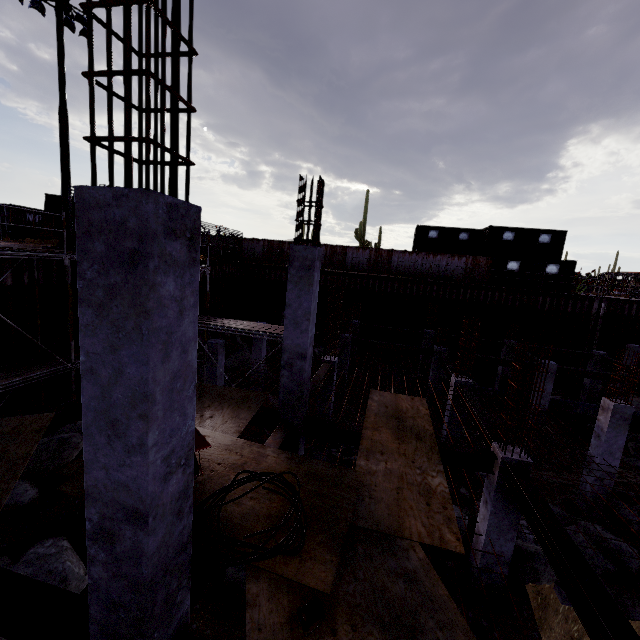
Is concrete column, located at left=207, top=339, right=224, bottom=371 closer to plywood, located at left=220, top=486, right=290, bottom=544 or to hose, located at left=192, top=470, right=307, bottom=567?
plywood, located at left=220, top=486, right=290, bottom=544

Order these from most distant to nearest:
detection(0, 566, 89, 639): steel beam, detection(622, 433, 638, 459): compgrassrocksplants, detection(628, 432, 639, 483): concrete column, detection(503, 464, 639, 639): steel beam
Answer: detection(622, 433, 638, 459): compgrassrocksplants, detection(628, 432, 639, 483): concrete column, detection(503, 464, 639, 639): steel beam, detection(0, 566, 89, 639): steel beam

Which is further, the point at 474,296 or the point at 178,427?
the point at 474,296

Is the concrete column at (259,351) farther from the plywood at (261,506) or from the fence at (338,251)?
the plywood at (261,506)

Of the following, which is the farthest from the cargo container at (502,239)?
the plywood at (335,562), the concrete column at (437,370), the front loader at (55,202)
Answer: the front loader at (55,202)

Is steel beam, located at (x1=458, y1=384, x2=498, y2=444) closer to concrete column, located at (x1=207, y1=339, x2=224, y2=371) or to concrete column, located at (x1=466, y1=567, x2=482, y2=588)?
concrete column, located at (x1=466, y1=567, x2=482, y2=588)

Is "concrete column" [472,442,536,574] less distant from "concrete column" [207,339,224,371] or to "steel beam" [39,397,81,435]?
"steel beam" [39,397,81,435]

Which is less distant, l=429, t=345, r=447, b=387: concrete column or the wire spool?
the wire spool
